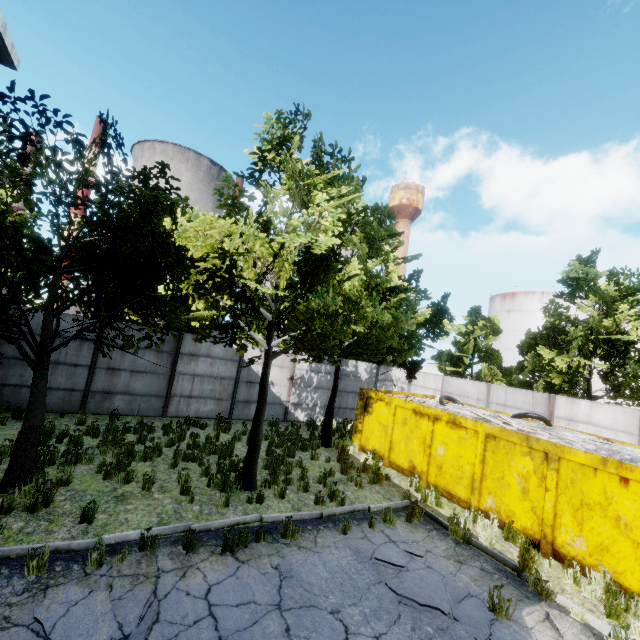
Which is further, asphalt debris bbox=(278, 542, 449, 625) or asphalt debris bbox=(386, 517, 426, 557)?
asphalt debris bbox=(386, 517, 426, 557)

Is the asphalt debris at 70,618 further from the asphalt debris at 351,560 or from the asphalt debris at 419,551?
the asphalt debris at 419,551

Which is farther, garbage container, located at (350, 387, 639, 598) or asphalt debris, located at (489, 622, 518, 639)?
garbage container, located at (350, 387, 639, 598)

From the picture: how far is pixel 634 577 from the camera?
6.3 meters

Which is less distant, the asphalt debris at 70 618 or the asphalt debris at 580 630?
the asphalt debris at 70 618

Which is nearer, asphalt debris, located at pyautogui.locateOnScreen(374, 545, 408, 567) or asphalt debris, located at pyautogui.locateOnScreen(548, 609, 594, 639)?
asphalt debris, located at pyautogui.locateOnScreen(548, 609, 594, 639)

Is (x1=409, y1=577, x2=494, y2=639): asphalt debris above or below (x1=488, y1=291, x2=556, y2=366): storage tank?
below

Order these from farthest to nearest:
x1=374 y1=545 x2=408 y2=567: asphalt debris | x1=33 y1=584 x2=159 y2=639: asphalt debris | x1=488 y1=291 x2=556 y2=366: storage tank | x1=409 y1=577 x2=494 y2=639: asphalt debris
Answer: x1=488 y1=291 x2=556 y2=366: storage tank
x1=374 y1=545 x2=408 y2=567: asphalt debris
x1=409 y1=577 x2=494 y2=639: asphalt debris
x1=33 y1=584 x2=159 y2=639: asphalt debris
